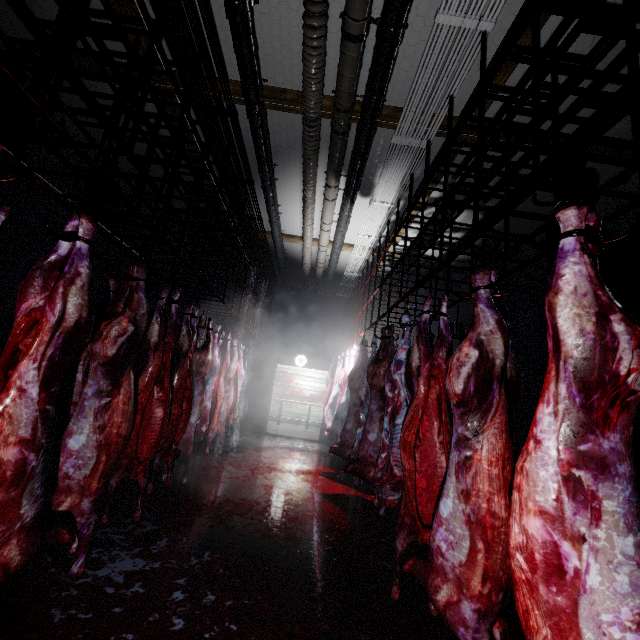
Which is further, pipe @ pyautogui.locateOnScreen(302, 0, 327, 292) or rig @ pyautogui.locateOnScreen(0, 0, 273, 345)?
pipe @ pyautogui.locateOnScreen(302, 0, 327, 292)

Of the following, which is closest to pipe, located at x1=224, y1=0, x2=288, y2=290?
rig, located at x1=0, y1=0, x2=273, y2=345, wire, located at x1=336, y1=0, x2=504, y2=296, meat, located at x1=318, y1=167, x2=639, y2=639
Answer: rig, located at x1=0, y1=0, x2=273, y2=345

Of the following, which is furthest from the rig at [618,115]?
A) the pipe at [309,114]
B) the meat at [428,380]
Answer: the pipe at [309,114]

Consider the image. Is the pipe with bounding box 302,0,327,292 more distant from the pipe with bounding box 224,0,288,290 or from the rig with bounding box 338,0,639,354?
the rig with bounding box 338,0,639,354

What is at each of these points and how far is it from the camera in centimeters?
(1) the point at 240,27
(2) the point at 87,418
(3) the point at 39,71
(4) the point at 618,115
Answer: (1) pipe, 254cm
(2) meat, 200cm
(3) rig, 123cm
(4) rig, 105cm

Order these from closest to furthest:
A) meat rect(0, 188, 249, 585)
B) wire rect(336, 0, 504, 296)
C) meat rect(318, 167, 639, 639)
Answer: meat rect(318, 167, 639, 639), meat rect(0, 188, 249, 585), wire rect(336, 0, 504, 296)

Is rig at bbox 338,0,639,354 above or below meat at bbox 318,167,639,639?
above

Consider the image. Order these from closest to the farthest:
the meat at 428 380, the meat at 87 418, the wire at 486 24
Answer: the meat at 428 380 < the meat at 87 418 < the wire at 486 24
